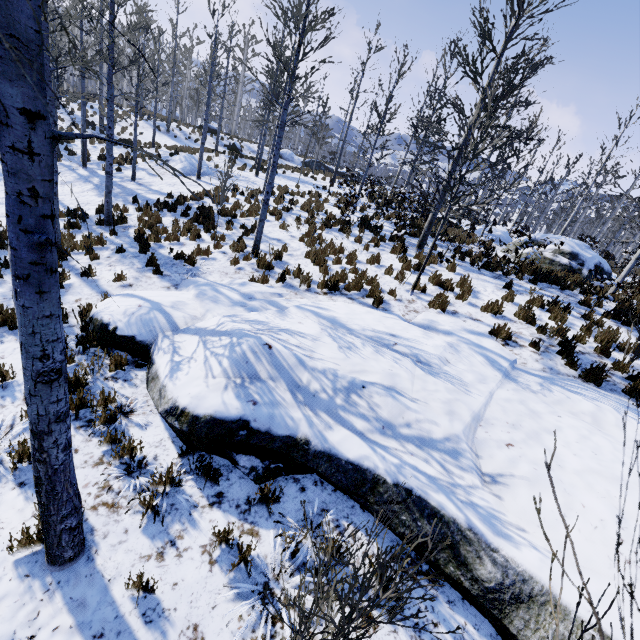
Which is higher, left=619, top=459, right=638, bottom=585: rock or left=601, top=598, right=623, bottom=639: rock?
left=619, top=459, right=638, bottom=585: rock

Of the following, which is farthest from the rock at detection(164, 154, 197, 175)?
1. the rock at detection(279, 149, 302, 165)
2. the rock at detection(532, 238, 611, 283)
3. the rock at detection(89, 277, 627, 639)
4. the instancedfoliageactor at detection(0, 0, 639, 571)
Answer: the rock at detection(532, 238, 611, 283)

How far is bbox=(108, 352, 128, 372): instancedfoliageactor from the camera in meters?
5.1

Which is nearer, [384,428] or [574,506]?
[574,506]

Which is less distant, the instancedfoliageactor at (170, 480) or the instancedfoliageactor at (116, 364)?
the instancedfoliageactor at (170, 480)

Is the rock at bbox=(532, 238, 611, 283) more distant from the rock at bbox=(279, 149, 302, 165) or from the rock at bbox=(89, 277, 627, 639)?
the rock at bbox=(279, 149, 302, 165)

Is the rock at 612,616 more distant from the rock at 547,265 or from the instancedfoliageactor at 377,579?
the rock at 547,265
